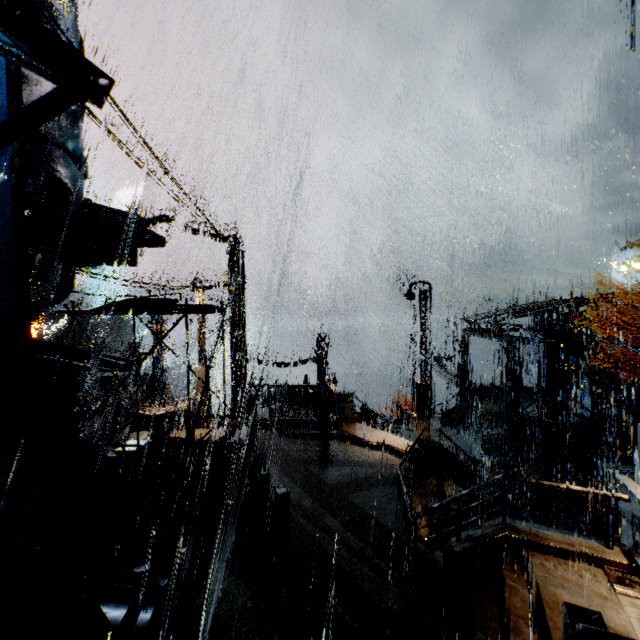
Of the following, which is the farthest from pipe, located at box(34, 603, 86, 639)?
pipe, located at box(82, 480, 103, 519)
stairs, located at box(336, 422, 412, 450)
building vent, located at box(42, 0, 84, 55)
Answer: stairs, located at box(336, 422, 412, 450)

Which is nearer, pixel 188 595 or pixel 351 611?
pixel 351 611

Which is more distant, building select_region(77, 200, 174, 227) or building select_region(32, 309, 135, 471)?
building select_region(77, 200, 174, 227)

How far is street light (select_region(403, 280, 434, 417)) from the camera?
13.8m

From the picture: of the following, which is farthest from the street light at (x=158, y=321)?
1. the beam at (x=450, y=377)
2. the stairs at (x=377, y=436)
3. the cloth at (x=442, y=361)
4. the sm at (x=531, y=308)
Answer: the cloth at (x=442, y=361)

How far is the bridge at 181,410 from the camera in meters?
16.1

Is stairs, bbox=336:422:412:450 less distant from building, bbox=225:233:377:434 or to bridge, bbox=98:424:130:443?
building, bbox=225:233:377:434

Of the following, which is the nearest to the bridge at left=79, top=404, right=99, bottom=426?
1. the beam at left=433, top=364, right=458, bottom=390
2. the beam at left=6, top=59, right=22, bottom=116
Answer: the beam at left=6, top=59, right=22, bottom=116
